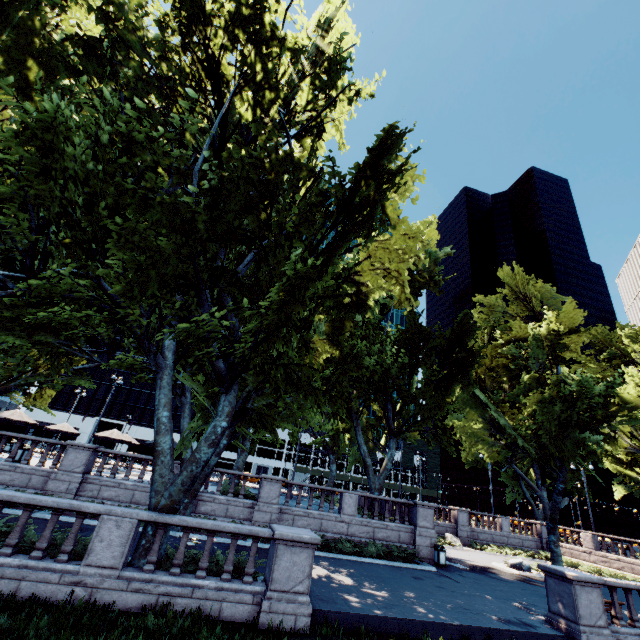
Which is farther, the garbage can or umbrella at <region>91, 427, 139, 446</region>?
umbrella at <region>91, 427, 139, 446</region>

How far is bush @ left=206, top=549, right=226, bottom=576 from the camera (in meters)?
9.89

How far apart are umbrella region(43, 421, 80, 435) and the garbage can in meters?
30.6 m

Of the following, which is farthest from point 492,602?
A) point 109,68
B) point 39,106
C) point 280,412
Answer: point 109,68

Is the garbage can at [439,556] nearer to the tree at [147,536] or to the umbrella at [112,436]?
the tree at [147,536]

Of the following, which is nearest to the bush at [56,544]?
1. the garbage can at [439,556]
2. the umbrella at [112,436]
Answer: the umbrella at [112,436]

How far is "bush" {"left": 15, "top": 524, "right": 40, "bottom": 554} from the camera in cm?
878

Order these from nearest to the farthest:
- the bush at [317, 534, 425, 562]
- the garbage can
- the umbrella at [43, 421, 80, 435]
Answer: the bush at [317, 534, 425, 562]
the garbage can
the umbrella at [43, 421, 80, 435]
